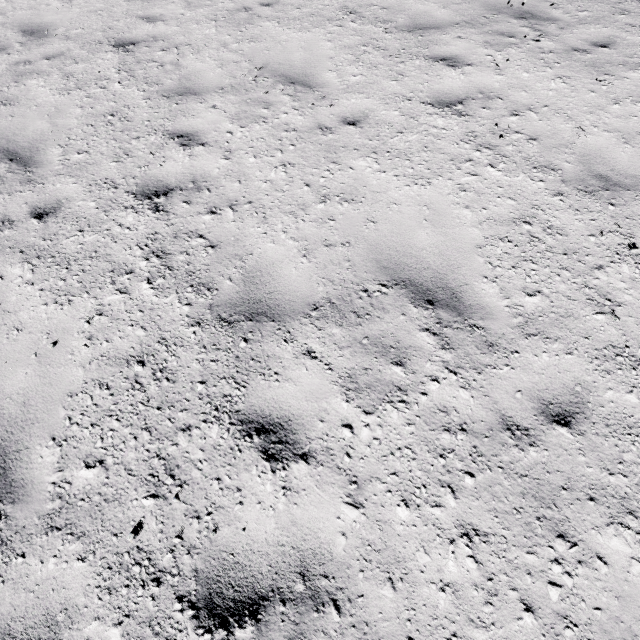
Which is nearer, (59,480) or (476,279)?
(59,480)
